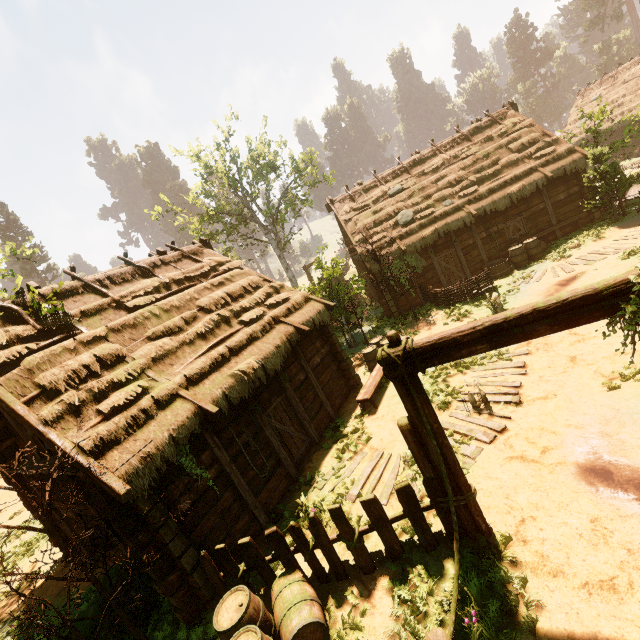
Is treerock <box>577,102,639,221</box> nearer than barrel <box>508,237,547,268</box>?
Yes

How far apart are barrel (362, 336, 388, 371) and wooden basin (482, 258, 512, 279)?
6.5m

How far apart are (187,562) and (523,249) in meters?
17.8 m

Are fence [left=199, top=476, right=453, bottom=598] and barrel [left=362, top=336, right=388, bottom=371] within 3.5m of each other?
no

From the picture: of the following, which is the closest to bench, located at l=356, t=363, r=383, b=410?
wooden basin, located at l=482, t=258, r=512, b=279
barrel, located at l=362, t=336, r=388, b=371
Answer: barrel, located at l=362, t=336, r=388, b=371

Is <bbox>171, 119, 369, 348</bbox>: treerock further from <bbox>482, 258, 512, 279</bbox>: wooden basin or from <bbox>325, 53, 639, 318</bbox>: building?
<bbox>482, 258, 512, 279</bbox>: wooden basin

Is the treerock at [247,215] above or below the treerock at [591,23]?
below

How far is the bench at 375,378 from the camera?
10.3m
